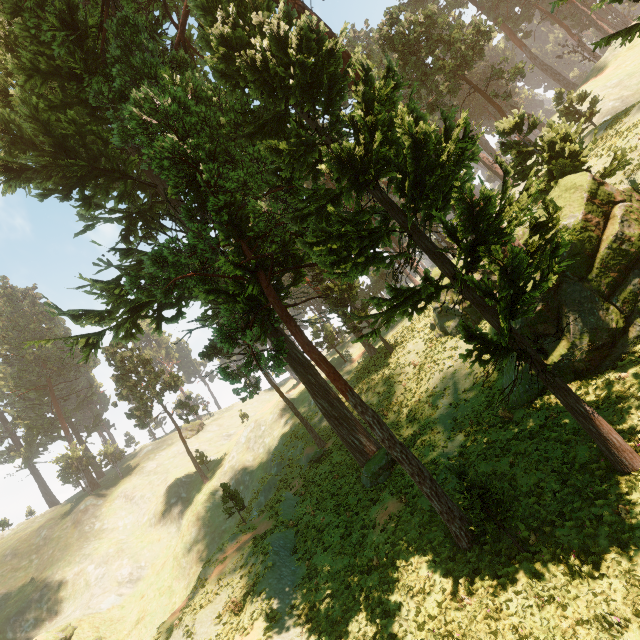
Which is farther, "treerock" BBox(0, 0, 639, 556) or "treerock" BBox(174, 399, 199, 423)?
"treerock" BBox(174, 399, 199, 423)

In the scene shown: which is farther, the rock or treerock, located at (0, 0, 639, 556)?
the rock

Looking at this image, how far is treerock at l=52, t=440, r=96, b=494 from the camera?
55.3m

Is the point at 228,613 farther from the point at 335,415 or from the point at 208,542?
the point at 208,542

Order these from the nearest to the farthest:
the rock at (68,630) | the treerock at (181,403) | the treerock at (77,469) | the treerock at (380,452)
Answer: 1. the treerock at (380,452)
2. the rock at (68,630)
3. the treerock at (181,403)
4. the treerock at (77,469)

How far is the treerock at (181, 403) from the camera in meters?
46.0 m

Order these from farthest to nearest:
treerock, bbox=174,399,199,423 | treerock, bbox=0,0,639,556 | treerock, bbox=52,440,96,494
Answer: treerock, bbox=52,440,96,494
treerock, bbox=174,399,199,423
treerock, bbox=0,0,639,556
